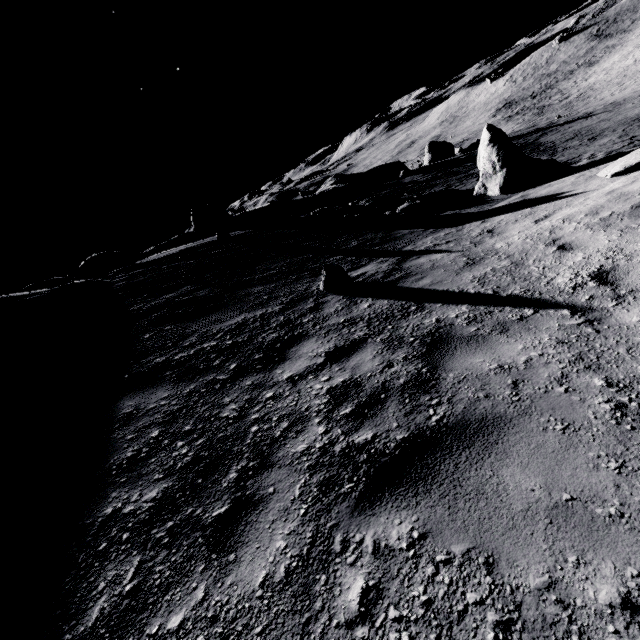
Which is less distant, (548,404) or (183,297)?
(548,404)

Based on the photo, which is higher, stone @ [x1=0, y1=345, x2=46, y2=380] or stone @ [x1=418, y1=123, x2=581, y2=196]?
stone @ [x1=0, y1=345, x2=46, y2=380]

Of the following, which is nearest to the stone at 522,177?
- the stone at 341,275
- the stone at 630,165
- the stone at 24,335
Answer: the stone at 630,165

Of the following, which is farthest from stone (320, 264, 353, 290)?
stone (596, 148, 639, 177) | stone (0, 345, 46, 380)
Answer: stone (596, 148, 639, 177)

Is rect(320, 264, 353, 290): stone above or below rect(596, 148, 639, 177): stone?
above

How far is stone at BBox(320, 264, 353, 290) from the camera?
6.31m

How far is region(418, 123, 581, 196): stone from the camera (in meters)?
11.86

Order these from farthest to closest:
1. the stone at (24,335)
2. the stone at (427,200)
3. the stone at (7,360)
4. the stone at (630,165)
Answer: the stone at (427,200), the stone at (24,335), the stone at (630,165), the stone at (7,360)
